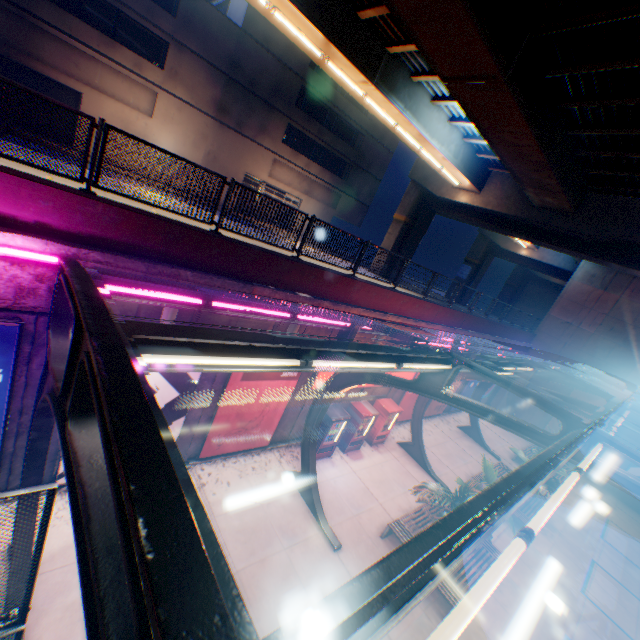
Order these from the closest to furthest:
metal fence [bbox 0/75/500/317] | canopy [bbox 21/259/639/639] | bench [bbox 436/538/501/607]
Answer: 1. canopy [bbox 21/259/639/639]
2. metal fence [bbox 0/75/500/317]
3. bench [bbox 436/538/501/607]

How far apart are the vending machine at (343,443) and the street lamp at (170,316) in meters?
8.7 m

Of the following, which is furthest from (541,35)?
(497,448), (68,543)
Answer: (497,448)

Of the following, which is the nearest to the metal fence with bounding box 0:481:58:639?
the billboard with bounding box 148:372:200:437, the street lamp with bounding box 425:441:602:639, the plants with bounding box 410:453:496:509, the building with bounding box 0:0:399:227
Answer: the billboard with bounding box 148:372:200:437

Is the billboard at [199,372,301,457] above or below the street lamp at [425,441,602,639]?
below

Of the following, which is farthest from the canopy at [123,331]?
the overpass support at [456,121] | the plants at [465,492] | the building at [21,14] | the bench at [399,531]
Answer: the building at [21,14]

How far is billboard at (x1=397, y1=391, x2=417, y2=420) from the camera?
16.9m

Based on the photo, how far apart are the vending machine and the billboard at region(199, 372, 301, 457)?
3.4m
